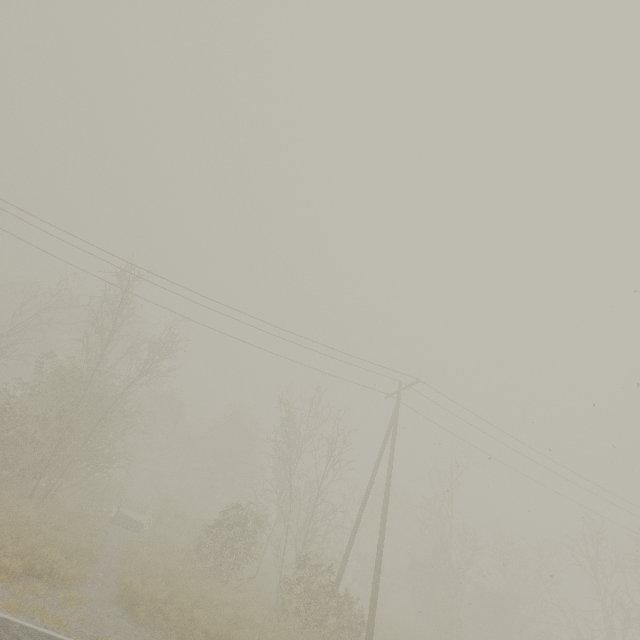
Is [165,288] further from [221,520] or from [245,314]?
[221,520]
